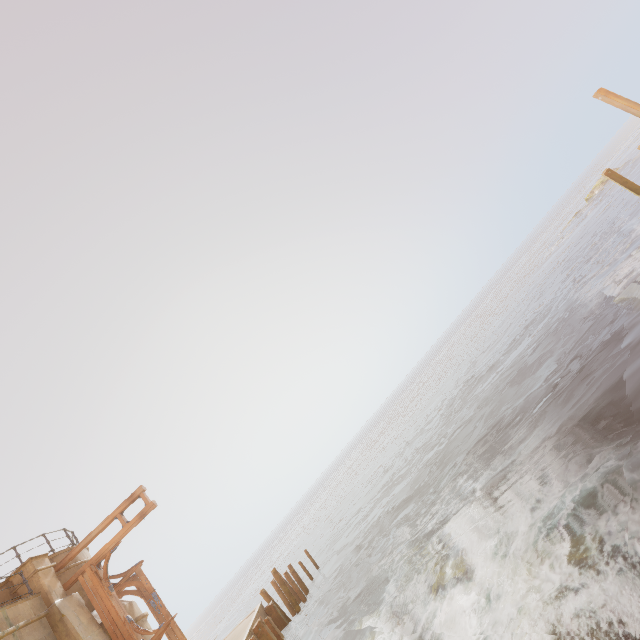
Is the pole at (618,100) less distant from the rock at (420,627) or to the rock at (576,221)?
the rock at (420,627)

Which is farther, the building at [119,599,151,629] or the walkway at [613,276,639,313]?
the building at [119,599,151,629]

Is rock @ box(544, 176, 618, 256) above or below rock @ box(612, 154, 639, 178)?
above

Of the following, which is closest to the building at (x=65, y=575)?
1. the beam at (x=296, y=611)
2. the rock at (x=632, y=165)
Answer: the beam at (x=296, y=611)

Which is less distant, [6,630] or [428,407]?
[6,630]

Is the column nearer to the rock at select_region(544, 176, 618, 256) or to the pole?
the pole

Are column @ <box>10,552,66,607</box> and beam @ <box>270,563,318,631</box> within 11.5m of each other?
yes

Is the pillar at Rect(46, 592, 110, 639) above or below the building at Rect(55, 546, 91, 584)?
below
